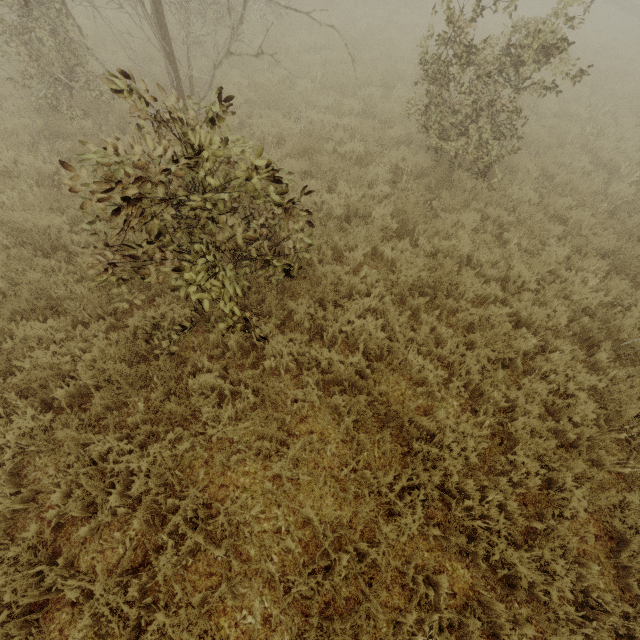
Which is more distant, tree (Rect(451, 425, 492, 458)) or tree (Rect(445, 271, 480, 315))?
tree (Rect(445, 271, 480, 315))

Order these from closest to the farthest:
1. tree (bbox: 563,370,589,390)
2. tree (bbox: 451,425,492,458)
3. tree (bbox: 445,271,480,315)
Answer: tree (bbox: 451,425,492,458), tree (bbox: 563,370,589,390), tree (bbox: 445,271,480,315)

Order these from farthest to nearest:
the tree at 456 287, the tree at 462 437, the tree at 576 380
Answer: the tree at 456 287
the tree at 576 380
the tree at 462 437

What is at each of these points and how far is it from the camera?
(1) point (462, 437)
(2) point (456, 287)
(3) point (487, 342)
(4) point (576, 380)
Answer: (1) tree, 4.0m
(2) tree, 5.7m
(3) tree, 5.0m
(4) tree, 4.8m

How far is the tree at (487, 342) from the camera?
4.75m

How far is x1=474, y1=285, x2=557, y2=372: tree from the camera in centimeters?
475cm
